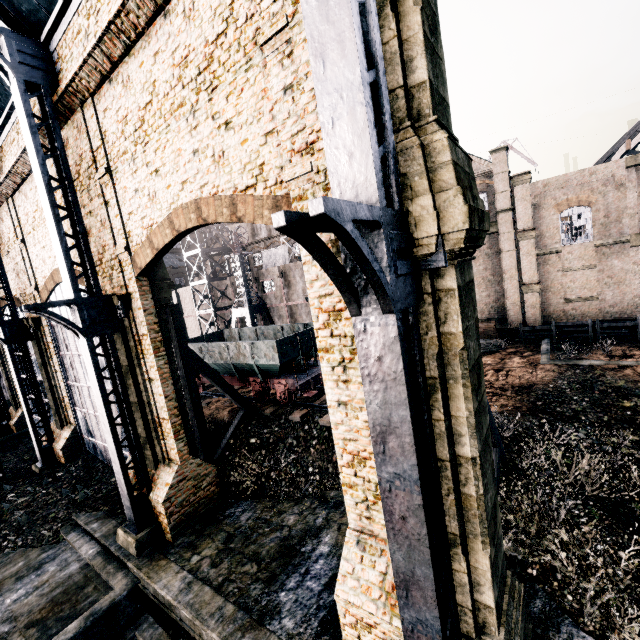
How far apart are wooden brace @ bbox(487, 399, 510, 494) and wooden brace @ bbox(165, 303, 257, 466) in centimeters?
1168cm

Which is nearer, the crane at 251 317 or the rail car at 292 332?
the rail car at 292 332

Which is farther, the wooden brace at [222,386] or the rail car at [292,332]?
the rail car at [292,332]

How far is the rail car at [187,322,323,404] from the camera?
17.0m

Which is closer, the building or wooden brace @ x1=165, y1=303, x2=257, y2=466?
the building

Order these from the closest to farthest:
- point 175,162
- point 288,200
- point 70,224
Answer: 1. point 288,200
2. point 175,162
3. point 70,224

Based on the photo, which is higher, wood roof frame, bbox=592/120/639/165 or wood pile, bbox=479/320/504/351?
wood roof frame, bbox=592/120/639/165

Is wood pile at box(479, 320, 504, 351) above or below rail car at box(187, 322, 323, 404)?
below
